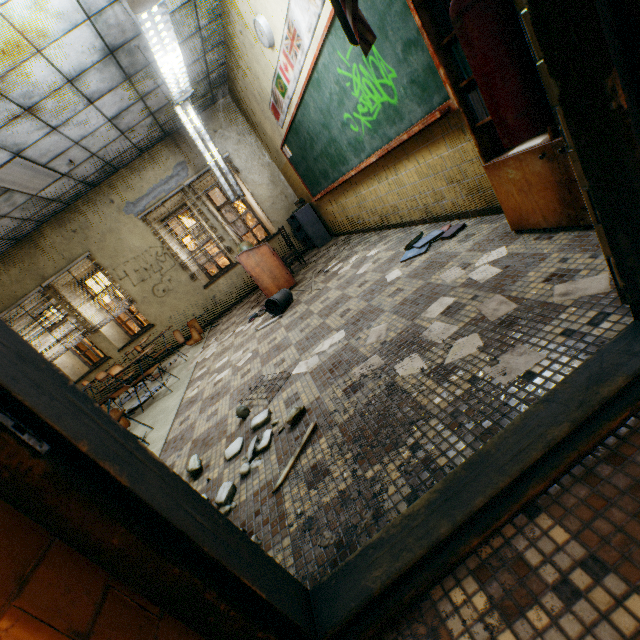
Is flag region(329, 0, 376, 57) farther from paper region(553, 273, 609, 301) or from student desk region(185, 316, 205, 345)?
student desk region(185, 316, 205, 345)

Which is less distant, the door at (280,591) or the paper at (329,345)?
the door at (280,591)

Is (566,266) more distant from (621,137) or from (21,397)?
(21,397)

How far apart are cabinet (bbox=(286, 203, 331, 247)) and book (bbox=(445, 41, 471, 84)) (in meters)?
5.70

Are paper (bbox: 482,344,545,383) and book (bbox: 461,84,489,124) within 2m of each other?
yes

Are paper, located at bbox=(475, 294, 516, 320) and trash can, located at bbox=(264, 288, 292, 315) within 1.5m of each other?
no

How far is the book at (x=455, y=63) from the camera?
1.9m

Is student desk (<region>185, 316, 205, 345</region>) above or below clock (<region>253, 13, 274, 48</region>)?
below
